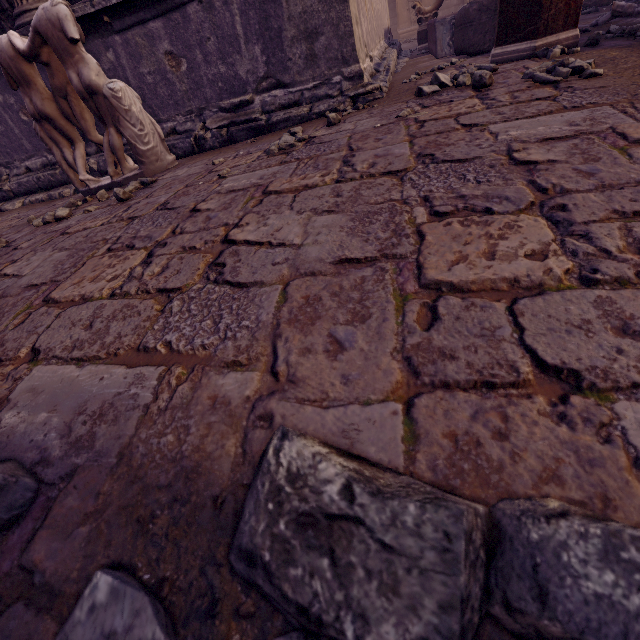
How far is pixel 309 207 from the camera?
1.36m

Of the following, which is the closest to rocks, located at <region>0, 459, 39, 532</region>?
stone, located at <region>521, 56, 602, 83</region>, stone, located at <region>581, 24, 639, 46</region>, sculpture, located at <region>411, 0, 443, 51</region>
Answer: stone, located at <region>521, 56, 602, 83</region>

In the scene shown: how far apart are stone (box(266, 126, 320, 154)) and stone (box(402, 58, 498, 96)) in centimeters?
80cm

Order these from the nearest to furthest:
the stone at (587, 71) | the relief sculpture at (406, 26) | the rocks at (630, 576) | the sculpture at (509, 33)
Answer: the rocks at (630, 576) < the stone at (587, 71) < the sculpture at (509, 33) < the relief sculpture at (406, 26)

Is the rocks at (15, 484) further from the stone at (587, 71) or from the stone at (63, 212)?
the stone at (587, 71)

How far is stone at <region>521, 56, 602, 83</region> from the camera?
1.8 meters

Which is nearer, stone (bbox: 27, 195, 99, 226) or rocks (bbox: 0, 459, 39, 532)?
rocks (bbox: 0, 459, 39, 532)

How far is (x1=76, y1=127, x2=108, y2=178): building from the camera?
4.0 meters
